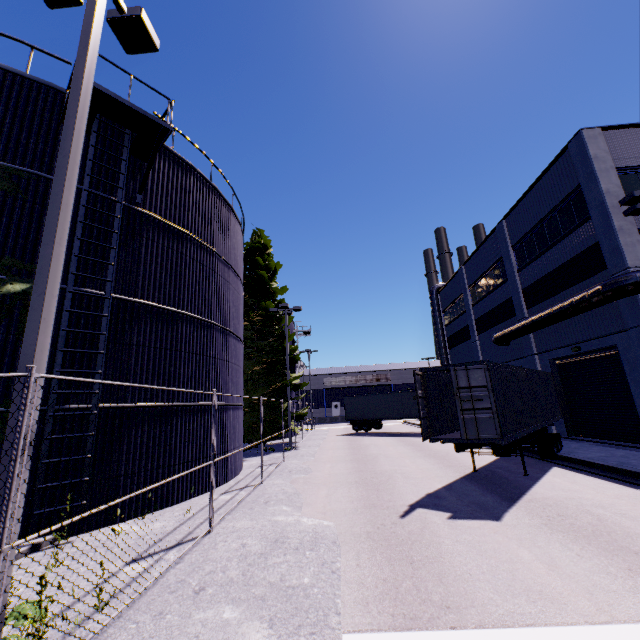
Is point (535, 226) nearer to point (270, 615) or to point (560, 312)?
point (560, 312)

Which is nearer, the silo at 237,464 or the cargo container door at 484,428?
the cargo container door at 484,428

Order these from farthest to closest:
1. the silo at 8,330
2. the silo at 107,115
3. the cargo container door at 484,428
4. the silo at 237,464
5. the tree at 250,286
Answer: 1. the tree at 250,286
2. the silo at 237,464
3. the cargo container door at 484,428
4. the silo at 107,115
5. the silo at 8,330

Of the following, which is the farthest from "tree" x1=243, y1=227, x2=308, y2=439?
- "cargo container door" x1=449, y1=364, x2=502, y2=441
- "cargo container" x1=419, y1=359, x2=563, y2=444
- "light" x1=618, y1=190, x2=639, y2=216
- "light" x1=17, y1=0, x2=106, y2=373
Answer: "light" x1=618, y1=190, x2=639, y2=216

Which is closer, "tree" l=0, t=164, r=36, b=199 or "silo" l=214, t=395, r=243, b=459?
"tree" l=0, t=164, r=36, b=199

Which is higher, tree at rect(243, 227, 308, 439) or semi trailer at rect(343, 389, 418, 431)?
tree at rect(243, 227, 308, 439)

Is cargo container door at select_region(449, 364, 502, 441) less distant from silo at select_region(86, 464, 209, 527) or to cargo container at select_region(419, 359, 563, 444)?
cargo container at select_region(419, 359, 563, 444)

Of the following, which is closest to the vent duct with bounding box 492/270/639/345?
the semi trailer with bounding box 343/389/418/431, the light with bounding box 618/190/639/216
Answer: the light with bounding box 618/190/639/216
